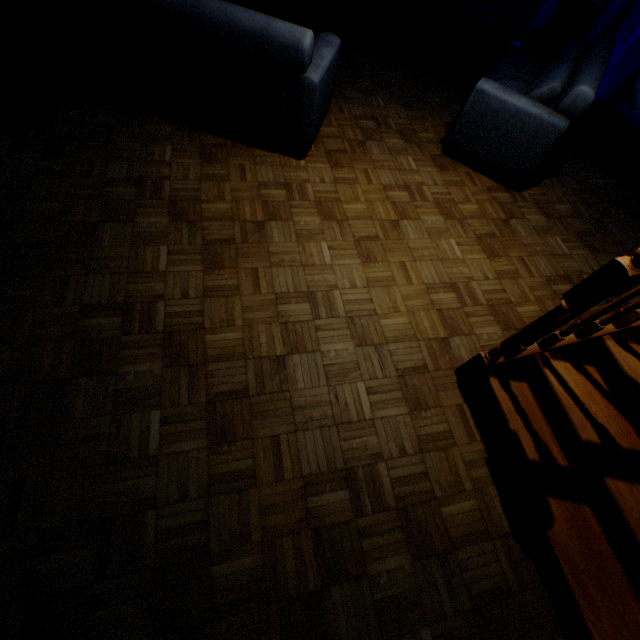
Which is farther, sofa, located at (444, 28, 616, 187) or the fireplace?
the fireplace

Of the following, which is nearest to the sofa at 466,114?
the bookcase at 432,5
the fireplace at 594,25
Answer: the fireplace at 594,25

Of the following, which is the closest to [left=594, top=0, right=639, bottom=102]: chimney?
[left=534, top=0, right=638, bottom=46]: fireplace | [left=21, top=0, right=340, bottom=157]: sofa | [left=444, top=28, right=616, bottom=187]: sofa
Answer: [left=534, top=0, right=638, bottom=46]: fireplace

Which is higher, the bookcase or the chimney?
the chimney

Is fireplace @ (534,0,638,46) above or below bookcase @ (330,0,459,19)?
above

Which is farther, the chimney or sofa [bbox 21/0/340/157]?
the chimney

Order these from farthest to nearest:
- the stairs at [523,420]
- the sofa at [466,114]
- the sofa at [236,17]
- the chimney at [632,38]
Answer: the chimney at [632,38]
the sofa at [466,114]
the sofa at [236,17]
the stairs at [523,420]

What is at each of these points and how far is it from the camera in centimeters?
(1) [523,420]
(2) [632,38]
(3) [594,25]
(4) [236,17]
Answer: (1) stairs, 200cm
(2) chimney, 466cm
(3) fireplace, 486cm
(4) sofa, 237cm
